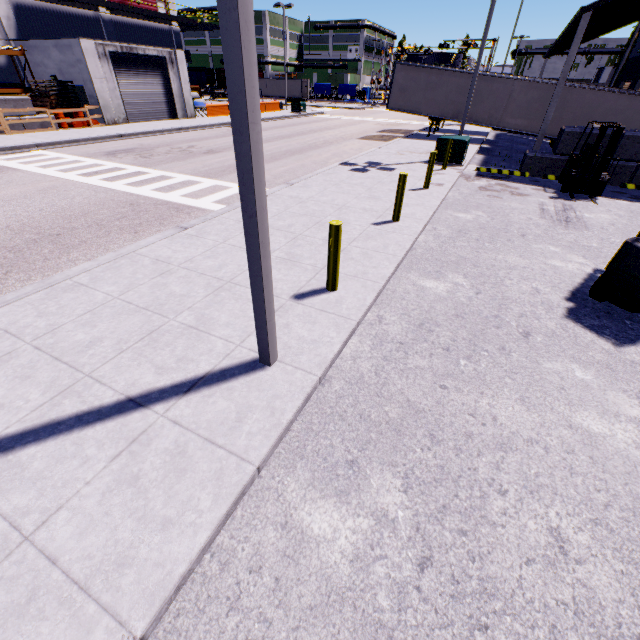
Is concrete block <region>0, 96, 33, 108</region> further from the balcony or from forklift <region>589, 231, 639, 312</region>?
the balcony

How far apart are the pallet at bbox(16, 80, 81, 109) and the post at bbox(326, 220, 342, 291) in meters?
28.0 m

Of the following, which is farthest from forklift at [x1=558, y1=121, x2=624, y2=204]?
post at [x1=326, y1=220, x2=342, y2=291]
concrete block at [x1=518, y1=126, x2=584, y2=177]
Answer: post at [x1=326, y1=220, x2=342, y2=291]

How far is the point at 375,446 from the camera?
3.37m

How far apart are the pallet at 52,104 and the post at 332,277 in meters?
28.0

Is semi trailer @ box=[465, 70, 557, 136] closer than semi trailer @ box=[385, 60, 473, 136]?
Yes

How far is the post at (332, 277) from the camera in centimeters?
495cm

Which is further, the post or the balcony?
the balcony
